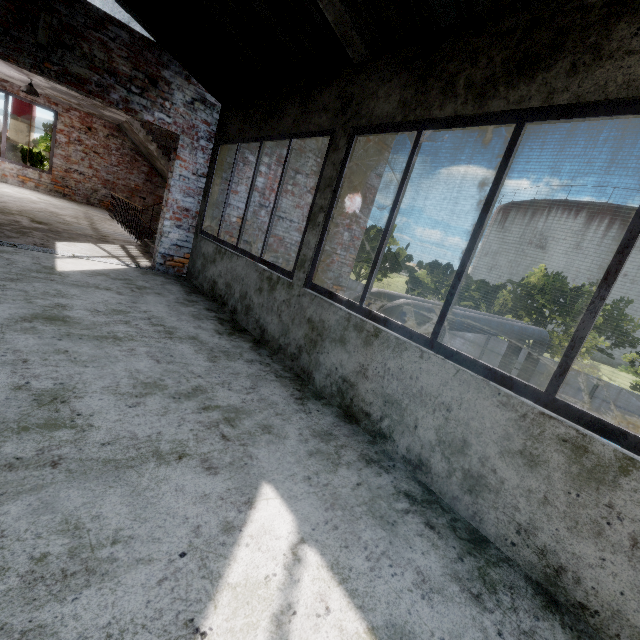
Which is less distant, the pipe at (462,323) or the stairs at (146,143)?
the pipe at (462,323)

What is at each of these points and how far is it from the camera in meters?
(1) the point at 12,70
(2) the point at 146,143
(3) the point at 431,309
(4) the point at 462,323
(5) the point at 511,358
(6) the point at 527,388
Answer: (1) elevated walkway, 8.8
(2) stairs, 11.2
(3) pipe, 7.4
(4) pipe, 8.5
(5) pipe, 15.3
(6) window, 1.7

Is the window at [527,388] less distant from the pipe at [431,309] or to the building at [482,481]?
the building at [482,481]

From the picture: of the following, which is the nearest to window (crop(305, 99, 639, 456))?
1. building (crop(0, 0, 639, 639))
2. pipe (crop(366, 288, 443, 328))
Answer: building (crop(0, 0, 639, 639))

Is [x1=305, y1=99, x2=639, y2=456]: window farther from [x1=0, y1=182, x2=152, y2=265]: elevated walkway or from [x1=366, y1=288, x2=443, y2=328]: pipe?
[x1=0, y1=182, x2=152, y2=265]: elevated walkway

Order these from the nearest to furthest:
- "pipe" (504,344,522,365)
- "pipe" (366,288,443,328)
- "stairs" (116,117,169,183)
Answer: "pipe" (366,288,443,328) < "stairs" (116,117,169,183) < "pipe" (504,344,522,365)

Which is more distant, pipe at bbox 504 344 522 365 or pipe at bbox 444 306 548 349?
pipe at bbox 504 344 522 365

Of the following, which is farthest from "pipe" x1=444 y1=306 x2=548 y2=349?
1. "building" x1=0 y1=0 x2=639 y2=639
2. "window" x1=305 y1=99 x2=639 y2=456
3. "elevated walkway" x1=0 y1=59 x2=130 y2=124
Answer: "elevated walkway" x1=0 y1=59 x2=130 y2=124
